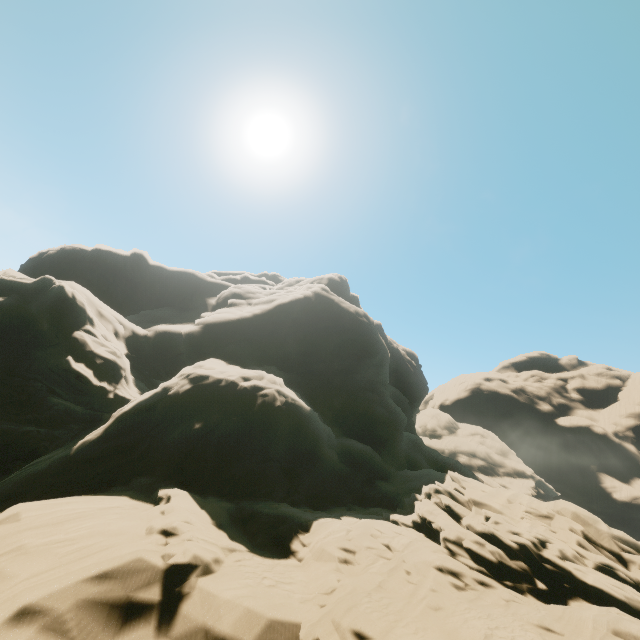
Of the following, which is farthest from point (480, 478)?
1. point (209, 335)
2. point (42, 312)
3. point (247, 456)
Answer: point (42, 312)
